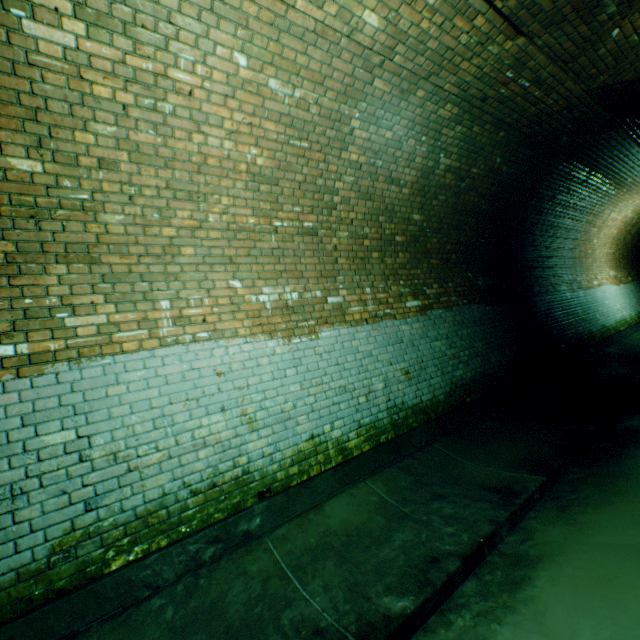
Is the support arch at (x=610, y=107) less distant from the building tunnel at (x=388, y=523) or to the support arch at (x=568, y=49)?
the building tunnel at (x=388, y=523)

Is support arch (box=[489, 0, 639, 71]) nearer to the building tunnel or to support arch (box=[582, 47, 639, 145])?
the building tunnel

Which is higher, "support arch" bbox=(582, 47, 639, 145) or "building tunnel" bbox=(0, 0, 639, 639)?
"support arch" bbox=(582, 47, 639, 145)

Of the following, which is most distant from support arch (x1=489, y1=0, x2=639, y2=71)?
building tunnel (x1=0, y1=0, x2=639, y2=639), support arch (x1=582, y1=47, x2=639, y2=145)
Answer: support arch (x1=582, y1=47, x2=639, y2=145)

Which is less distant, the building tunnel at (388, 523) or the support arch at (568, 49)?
the building tunnel at (388, 523)

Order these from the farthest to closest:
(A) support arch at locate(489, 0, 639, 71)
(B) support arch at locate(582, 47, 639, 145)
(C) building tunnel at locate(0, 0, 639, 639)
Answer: (B) support arch at locate(582, 47, 639, 145)
(A) support arch at locate(489, 0, 639, 71)
(C) building tunnel at locate(0, 0, 639, 639)

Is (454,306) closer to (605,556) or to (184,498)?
(605,556)
